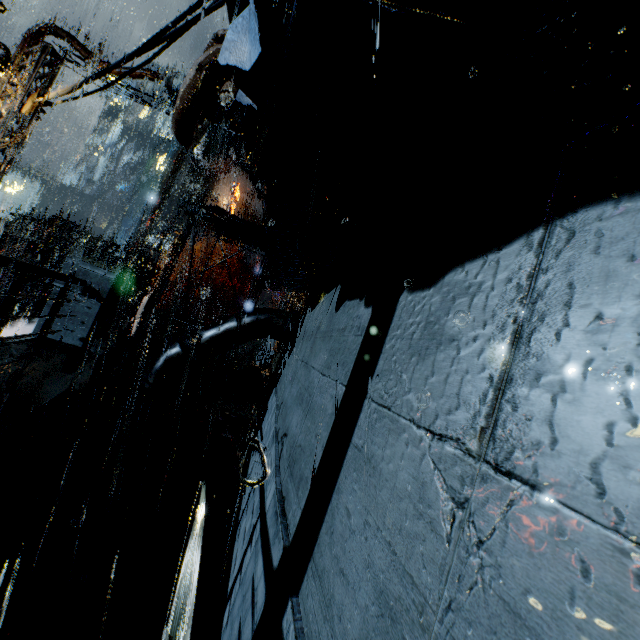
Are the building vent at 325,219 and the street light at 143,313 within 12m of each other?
no

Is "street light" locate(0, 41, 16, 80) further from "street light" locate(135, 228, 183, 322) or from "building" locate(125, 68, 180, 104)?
"street light" locate(135, 228, 183, 322)

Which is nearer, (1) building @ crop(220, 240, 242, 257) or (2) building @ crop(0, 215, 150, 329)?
(2) building @ crop(0, 215, 150, 329)

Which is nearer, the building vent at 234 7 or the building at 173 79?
the building vent at 234 7

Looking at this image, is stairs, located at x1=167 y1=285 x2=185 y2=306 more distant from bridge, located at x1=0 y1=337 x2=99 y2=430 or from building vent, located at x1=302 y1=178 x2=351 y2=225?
building vent, located at x1=302 y1=178 x2=351 y2=225

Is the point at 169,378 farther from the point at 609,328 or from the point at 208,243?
the point at 208,243

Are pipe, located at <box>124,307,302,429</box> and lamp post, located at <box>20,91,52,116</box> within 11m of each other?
yes

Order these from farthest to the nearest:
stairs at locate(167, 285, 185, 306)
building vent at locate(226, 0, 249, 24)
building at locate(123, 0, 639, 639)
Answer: stairs at locate(167, 285, 185, 306) → building vent at locate(226, 0, 249, 24) → building at locate(123, 0, 639, 639)
